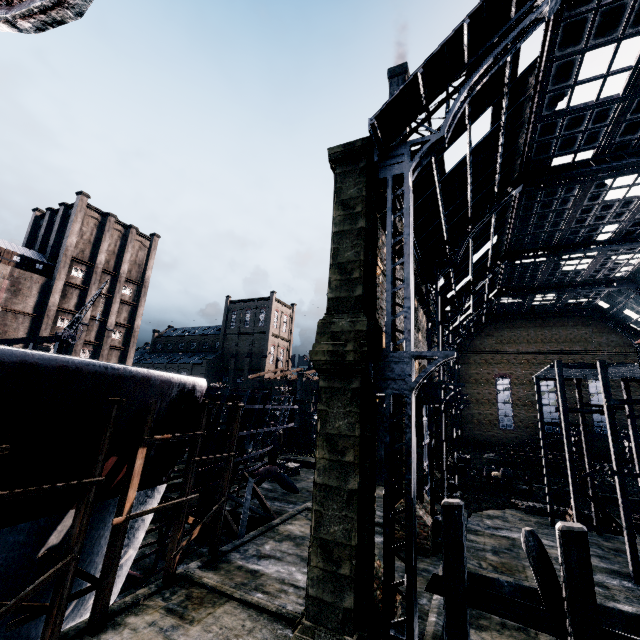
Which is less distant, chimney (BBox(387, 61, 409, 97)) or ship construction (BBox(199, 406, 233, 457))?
ship construction (BBox(199, 406, 233, 457))

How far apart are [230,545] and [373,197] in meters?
19.1

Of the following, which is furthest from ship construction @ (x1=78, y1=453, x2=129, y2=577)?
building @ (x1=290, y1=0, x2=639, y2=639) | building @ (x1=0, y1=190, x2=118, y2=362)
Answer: building @ (x1=290, y1=0, x2=639, y2=639)

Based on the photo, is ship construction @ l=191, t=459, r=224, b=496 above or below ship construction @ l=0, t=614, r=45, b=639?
above

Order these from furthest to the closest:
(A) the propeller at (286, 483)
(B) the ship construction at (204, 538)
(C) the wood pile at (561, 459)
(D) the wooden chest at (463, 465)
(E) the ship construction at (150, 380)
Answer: (C) the wood pile at (561, 459) < (D) the wooden chest at (463, 465) < (A) the propeller at (286, 483) < (B) the ship construction at (204, 538) < (E) the ship construction at (150, 380)

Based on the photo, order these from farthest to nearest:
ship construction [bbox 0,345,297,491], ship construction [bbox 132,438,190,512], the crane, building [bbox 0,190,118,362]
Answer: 1. building [bbox 0,190,118,362]
2. ship construction [bbox 132,438,190,512]
3. ship construction [bbox 0,345,297,491]
4. the crane

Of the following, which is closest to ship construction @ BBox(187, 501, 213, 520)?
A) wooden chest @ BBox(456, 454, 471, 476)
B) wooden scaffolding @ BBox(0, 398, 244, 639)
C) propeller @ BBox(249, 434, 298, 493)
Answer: wooden scaffolding @ BBox(0, 398, 244, 639)

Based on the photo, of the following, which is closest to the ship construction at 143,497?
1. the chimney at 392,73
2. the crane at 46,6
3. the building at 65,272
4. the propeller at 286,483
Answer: the crane at 46,6
